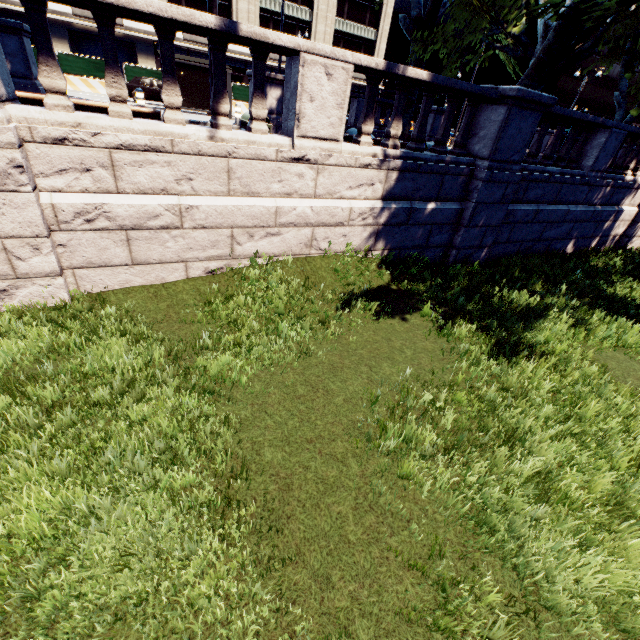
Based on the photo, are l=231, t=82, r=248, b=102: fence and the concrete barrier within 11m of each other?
yes

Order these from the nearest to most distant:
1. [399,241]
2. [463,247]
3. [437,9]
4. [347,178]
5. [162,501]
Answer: [162,501] < [347,178] < [399,241] < [463,247] < [437,9]

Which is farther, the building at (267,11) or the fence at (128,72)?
the building at (267,11)

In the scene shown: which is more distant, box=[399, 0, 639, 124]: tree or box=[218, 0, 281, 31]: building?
box=[218, 0, 281, 31]: building

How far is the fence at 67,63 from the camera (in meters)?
22.61

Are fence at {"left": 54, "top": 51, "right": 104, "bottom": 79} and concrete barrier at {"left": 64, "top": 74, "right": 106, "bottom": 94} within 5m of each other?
yes

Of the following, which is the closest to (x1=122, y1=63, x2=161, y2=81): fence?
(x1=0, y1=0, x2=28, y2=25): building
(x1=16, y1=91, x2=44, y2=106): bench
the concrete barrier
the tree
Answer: the concrete barrier

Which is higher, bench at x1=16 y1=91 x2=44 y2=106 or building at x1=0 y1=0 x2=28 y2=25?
building at x1=0 y1=0 x2=28 y2=25
